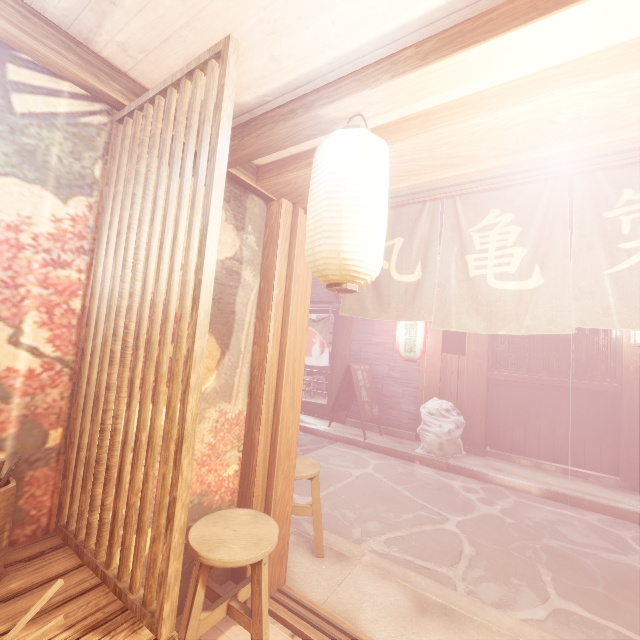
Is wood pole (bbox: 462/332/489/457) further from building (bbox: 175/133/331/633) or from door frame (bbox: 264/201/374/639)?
building (bbox: 175/133/331/633)

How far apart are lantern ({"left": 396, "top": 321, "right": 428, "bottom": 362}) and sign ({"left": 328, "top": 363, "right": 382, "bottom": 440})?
1.92m

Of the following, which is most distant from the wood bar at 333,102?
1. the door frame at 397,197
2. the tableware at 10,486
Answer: the tableware at 10,486

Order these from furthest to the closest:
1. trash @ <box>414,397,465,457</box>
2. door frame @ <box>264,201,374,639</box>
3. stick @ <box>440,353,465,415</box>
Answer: stick @ <box>440,353,465,415</box> < trash @ <box>414,397,465,457</box> < door frame @ <box>264,201,374,639</box>

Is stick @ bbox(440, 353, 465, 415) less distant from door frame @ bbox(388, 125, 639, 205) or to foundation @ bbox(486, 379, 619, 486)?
foundation @ bbox(486, 379, 619, 486)

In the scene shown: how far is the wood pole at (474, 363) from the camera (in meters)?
11.05

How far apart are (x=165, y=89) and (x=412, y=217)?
3.2 meters

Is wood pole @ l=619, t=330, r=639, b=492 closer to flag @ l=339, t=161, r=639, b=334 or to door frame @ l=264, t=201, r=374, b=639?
flag @ l=339, t=161, r=639, b=334
